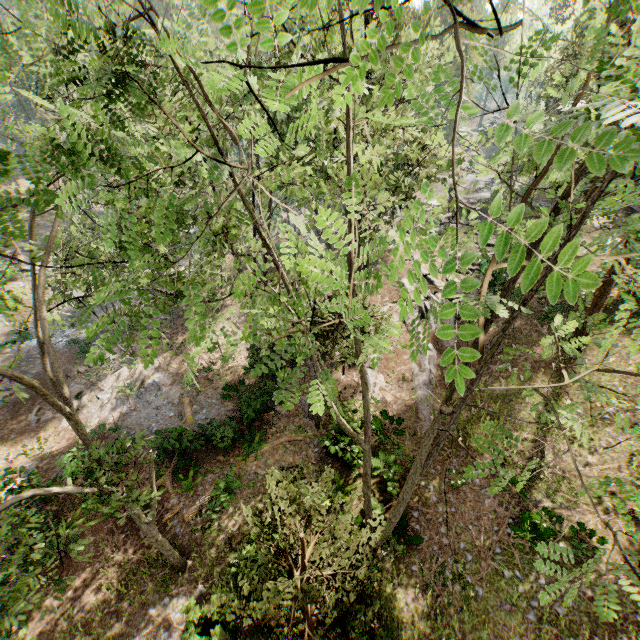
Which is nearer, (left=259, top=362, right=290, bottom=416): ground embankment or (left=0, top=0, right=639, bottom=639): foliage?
(left=0, top=0, right=639, bottom=639): foliage

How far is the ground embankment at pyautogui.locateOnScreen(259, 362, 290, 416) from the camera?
17.8 meters

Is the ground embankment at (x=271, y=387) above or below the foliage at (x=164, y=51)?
below

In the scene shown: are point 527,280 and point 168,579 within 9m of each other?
no

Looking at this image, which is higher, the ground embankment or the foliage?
the foliage

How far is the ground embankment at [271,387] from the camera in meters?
17.8 m
